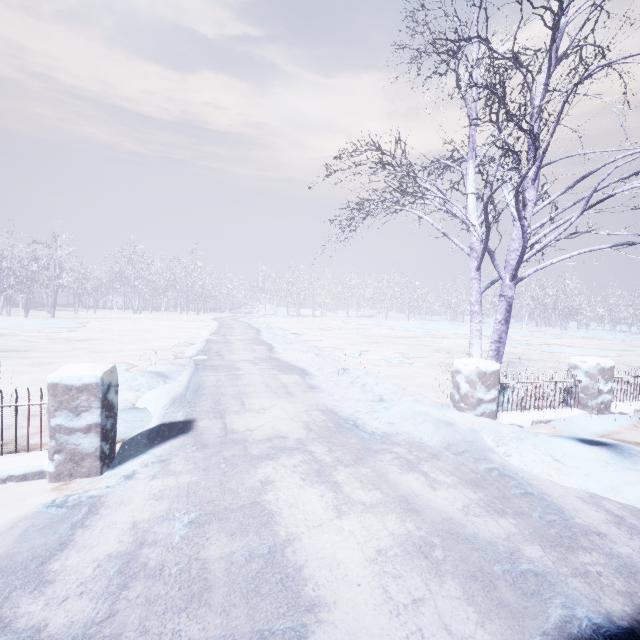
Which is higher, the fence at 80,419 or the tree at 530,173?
the tree at 530,173

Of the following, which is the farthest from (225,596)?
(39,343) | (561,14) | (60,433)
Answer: (39,343)

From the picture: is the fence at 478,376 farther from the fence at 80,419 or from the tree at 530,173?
the fence at 80,419

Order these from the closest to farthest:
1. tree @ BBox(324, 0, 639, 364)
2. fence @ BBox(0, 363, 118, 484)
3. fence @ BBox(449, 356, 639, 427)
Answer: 1. fence @ BBox(0, 363, 118, 484)
2. tree @ BBox(324, 0, 639, 364)
3. fence @ BBox(449, 356, 639, 427)

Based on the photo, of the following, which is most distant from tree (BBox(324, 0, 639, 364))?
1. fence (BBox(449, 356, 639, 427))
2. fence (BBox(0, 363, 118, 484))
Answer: fence (BBox(0, 363, 118, 484))

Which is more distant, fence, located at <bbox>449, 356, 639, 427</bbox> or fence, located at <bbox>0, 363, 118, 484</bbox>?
fence, located at <bbox>449, 356, 639, 427</bbox>

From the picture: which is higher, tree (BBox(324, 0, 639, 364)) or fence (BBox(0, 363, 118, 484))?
tree (BBox(324, 0, 639, 364))

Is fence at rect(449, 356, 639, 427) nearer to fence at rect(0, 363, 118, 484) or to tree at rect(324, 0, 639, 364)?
tree at rect(324, 0, 639, 364)
